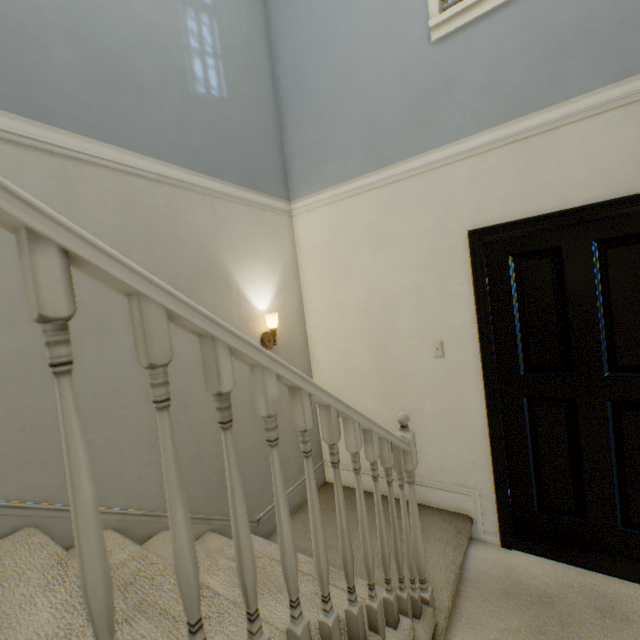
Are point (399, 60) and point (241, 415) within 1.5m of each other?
no

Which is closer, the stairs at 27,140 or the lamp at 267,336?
the stairs at 27,140

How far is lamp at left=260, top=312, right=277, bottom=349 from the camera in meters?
2.4 m

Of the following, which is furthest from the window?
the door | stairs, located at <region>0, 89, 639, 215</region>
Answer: the door

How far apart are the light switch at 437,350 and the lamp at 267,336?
1.2m

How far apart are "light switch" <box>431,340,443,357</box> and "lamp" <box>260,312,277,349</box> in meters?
1.2

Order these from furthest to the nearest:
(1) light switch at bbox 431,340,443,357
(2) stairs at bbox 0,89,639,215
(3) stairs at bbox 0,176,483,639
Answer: (1) light switch at bbox 431,340,443,357 → (2) stairs at bbox 0,89,639,215 → (3) stairs at bbox 0,176,483,639
